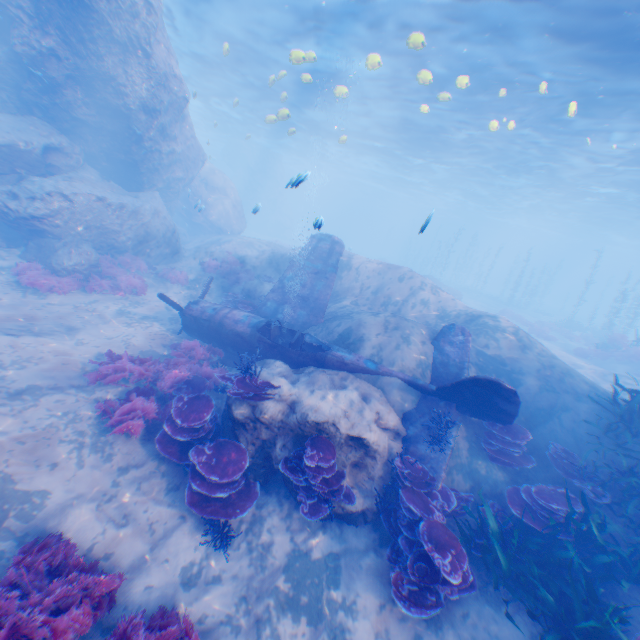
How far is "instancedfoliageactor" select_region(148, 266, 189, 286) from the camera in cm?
1596

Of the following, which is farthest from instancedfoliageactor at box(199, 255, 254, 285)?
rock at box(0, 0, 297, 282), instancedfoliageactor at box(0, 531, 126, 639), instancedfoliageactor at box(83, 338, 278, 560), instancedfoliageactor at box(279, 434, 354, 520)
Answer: instancedfoliageactor at box(0, 531, 126, 639)

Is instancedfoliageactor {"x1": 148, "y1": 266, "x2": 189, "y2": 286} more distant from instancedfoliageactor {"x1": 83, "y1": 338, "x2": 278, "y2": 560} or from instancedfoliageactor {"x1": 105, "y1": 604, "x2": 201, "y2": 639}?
instancedfoliageactor {"x1": 105, "y1": 604, "x2": 201, "y2": 639}

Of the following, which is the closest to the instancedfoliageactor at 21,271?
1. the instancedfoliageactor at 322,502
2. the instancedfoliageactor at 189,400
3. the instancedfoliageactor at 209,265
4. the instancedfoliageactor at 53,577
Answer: the instancedfoliageactor at 209,265

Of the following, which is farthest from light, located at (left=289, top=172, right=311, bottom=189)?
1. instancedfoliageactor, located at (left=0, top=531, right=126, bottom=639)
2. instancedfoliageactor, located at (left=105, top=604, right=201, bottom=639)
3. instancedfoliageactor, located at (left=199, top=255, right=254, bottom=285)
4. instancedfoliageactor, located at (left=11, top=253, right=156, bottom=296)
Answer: instancedfoliageactor, located at (left=0, top=531, right=126, bottom=639)

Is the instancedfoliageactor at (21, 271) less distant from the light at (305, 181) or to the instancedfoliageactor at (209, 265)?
the instancedfoliageactor at (209, 265)

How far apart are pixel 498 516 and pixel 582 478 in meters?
2.5 m

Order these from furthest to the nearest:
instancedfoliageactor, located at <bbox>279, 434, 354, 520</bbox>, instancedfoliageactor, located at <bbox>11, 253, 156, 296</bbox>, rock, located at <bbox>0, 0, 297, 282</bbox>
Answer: rock, located at <bbox>0, 0, 297, 282</bbox>
instancedfoliageactor, located at <bbox>11, 253, 156, 296</bbox>
instancedfoliageactor, located at <bbox>279, 434, 354, 520</bbox>
